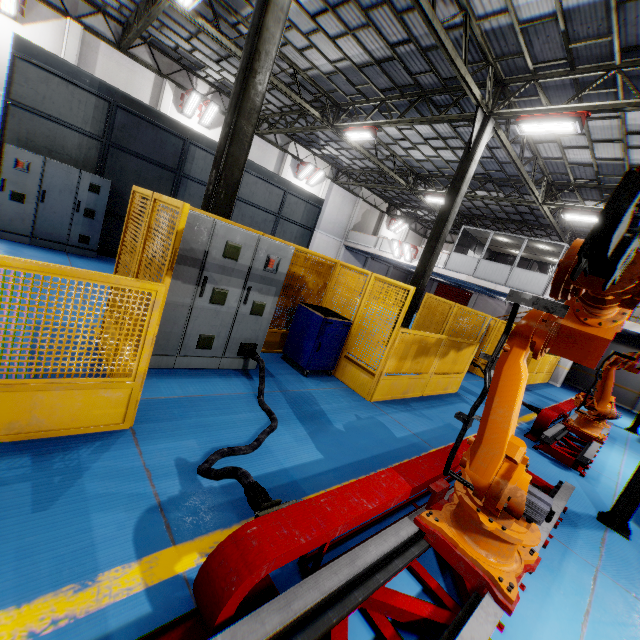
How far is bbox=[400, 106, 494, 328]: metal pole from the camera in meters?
10.1 m

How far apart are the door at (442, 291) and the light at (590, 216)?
17.5 meters

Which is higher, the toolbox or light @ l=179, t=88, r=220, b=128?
light @ l=179, t=88, r=220, b=128

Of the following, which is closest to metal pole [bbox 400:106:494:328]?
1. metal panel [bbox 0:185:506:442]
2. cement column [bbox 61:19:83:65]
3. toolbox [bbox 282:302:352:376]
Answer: metal panel [bbox 0:185:506:442]

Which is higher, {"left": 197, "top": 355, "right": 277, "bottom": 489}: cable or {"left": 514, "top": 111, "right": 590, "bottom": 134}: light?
{"left": 514, "top": 111, "right": 590, "bottom": 134}: light

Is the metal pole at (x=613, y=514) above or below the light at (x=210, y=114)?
below

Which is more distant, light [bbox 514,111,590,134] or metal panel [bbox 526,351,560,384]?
metal panel [bbox 526,351,560,384]

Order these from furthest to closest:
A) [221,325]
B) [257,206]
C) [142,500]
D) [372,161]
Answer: [372,161], [257,206], [221,325], [142,500]
